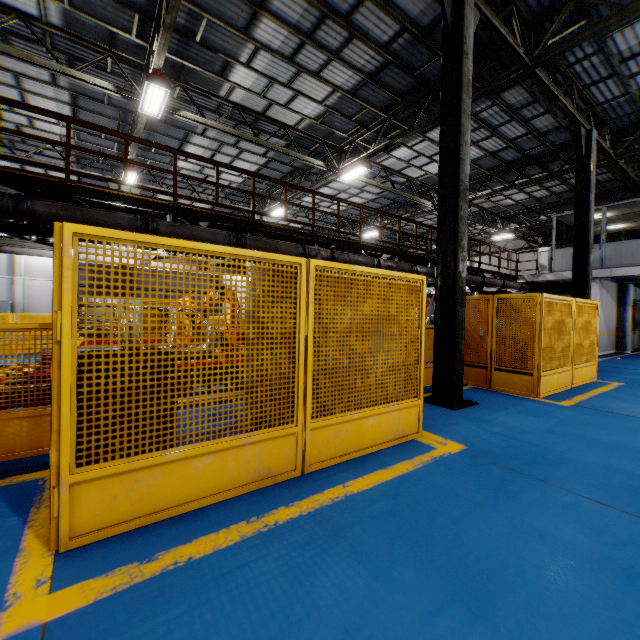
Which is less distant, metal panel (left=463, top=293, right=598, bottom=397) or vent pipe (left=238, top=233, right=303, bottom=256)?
metal panel (left=463, top=293, right=598, bottom=397)

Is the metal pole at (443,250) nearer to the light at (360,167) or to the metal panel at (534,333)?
the metal panel at (534,333)

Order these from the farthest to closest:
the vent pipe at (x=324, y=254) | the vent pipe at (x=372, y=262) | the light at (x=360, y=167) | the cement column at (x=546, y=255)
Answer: the cement column at (x=546, y=255) → the light at (x=360, y=167) → the vent pipe at (x=372, y=262) → the vent pipe at (x=324, y=254)

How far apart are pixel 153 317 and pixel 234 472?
15.14m

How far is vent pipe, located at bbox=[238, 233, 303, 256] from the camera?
8.1m

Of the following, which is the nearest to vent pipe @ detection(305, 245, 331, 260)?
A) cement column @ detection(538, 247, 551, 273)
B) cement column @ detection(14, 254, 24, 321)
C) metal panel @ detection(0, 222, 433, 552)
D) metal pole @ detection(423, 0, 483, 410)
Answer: cement column @ detection(538, 247, 551, 273)

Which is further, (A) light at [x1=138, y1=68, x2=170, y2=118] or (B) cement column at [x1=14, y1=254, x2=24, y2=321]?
(B) cement column at [x1=14, y1=254, x2=24, y2=321]

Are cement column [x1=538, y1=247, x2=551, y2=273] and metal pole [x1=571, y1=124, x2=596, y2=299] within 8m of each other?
yes
